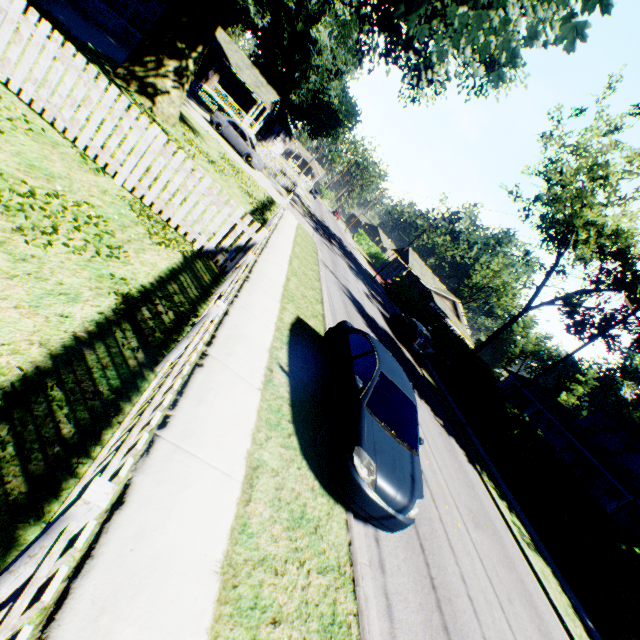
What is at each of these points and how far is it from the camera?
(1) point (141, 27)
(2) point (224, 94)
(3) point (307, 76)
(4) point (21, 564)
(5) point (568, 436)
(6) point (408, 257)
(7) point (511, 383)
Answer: (1) house, 24.6m
(2) house, 37.7m
(3) plant, 40.0m
(4) fence, 1.8m
(5) house, 33.0m
(6) house, 51.5m
(7) house, 41.8m

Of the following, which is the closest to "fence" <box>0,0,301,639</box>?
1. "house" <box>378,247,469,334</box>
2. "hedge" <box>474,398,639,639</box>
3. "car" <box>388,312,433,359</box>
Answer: "car" <box>388,312,433,359</box>

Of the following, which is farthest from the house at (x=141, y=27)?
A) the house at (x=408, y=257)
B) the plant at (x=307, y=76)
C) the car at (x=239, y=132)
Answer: the house at (x=408, y=257)

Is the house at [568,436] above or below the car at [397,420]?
above

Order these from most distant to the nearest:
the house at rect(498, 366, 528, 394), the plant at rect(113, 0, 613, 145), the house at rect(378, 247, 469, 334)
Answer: the house at rect(378, 247, 469, 334)
the house at rect(498, 366, 528, 394)
the plant at rect(113, 0, 613, 145)

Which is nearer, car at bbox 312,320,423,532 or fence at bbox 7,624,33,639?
fence at bbox 7,624,33,639

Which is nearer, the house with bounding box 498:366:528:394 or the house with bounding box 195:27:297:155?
the house with bounding box 195:27:297:155

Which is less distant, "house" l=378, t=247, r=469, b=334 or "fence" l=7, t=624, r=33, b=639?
"fence" l=7, t=624, r=33, b=639
